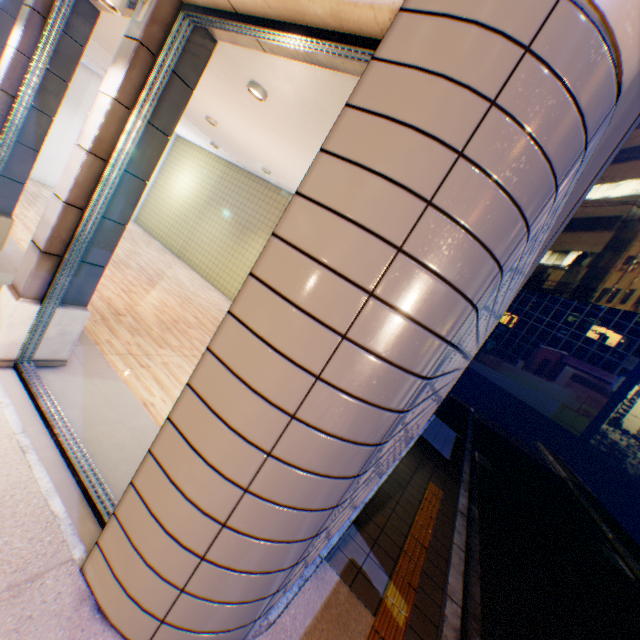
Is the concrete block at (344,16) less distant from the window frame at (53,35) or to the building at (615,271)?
the window frame at (53,35)

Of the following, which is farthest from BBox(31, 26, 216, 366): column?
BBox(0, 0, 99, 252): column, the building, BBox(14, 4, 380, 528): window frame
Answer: the building

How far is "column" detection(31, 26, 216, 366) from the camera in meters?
3.4

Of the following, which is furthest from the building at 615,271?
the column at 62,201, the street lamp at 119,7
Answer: the street lamp at 119,7

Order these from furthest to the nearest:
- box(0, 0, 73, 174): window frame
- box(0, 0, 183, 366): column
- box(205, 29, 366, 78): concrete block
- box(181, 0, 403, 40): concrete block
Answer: box(0, 0, 73, 174): window frame, box(0, 0, 183, 366): column, box(205, 29, 366, 78): concrete block, box(181, 0, 403, 40): concrete block

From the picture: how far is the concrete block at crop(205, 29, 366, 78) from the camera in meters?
2.6 m

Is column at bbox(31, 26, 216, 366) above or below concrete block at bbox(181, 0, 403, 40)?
below

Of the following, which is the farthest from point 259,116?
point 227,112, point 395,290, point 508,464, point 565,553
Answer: point 508,464
